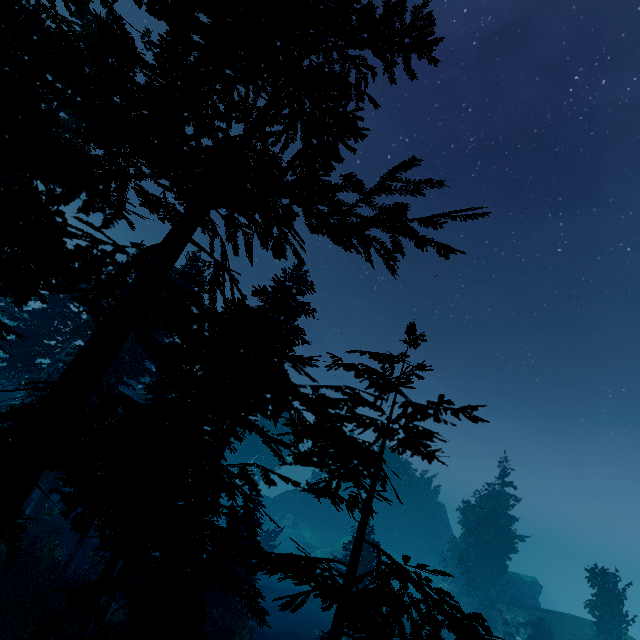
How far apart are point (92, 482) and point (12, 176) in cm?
256

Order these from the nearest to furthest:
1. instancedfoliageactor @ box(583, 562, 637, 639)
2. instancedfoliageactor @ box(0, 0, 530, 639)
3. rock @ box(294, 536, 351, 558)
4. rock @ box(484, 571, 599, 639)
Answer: instancedfoliageactor @ box(0, 0, 530, 639)
instancedfoliageactor @ box(583, 562, 637, 639)
rock @ box(484, 571, 599, 639)
rock @ box(294, 536, 351, 558)

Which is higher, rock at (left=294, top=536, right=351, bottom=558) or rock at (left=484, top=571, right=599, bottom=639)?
rock at (left=484, top=571, right=599, bottom=639)

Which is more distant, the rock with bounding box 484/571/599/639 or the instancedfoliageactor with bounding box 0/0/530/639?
the rock with bounding box 484/571/599/639

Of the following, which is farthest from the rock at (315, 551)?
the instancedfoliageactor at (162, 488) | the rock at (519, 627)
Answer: the rock at (519, 627)

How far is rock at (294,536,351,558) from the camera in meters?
53.4

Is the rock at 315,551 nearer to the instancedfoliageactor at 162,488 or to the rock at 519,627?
the instancedfoliageactor at 162,488

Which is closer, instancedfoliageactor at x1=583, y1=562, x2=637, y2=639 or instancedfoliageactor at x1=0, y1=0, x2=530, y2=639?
instancedfoliageactor at x1=0, y1=0, x2=530, y2=639
